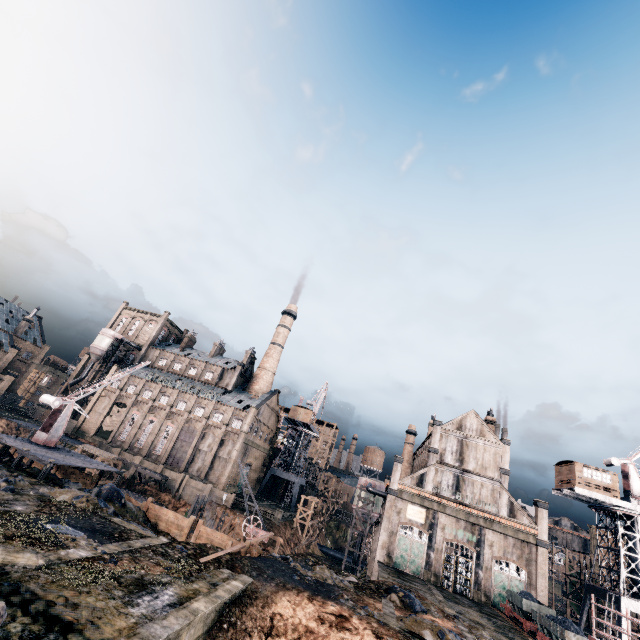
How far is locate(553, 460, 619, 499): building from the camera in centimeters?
3694cm

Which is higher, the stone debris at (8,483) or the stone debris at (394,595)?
the stone debris at (394,595)

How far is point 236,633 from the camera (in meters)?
16.17

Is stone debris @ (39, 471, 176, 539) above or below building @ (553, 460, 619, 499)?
below

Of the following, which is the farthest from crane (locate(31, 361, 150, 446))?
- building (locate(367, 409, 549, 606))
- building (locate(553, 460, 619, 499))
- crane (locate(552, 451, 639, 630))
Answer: crane (locate(552, 451, 639, 630))

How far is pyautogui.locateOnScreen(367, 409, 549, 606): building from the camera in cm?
4084

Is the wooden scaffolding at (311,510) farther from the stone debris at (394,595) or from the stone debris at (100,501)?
the stone debris at (394,595)

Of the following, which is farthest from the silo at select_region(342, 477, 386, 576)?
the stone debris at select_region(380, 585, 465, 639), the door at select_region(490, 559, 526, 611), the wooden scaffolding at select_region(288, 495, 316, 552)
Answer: the stone debris at select_region(380, 585, 465, 639)
